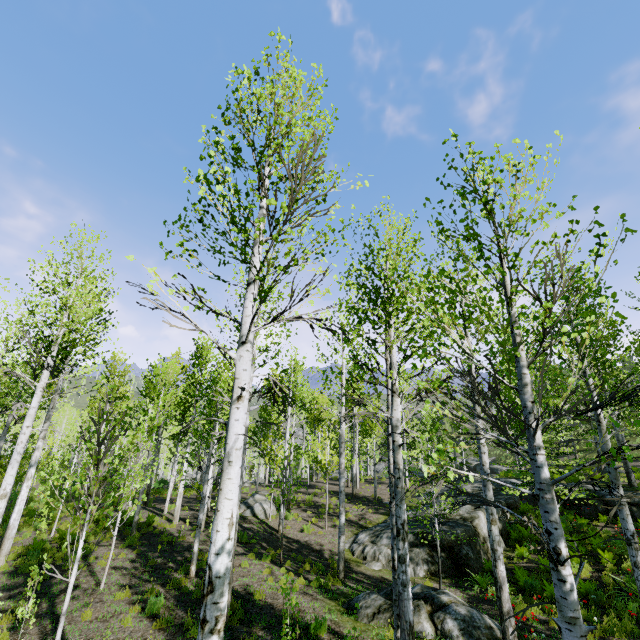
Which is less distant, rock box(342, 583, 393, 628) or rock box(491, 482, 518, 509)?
rock box(342, 583, 393, 628)

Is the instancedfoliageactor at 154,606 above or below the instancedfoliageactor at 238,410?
below

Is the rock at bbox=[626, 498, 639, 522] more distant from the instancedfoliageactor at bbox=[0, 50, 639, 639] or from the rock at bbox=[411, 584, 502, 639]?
the rock at bbox=[411, 584, 502, 639]

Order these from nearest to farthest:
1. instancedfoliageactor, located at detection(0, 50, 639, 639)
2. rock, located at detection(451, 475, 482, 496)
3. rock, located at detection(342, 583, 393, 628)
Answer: instancedfoliageactor, located at detection(0, 50, 639, 639)
rock, located at detection(342, 583, 393, 628)
rock, located at detection(451, 475, 482, 496)

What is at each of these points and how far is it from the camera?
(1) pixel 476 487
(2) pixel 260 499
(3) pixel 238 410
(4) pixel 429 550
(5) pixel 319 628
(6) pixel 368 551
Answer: (1) rock, 19.0m
(2) rock, 19.1m
(3) instancedfoliageactor, 3.4m
(4) rock, 12.6m
(5) instancedfoliageactor, 6.7m
(6) rock, 13.4m

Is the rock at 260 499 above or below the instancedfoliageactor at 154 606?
above

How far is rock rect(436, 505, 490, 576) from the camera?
12.09m

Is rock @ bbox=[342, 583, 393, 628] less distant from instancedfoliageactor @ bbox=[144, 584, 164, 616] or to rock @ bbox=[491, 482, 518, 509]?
rock @ bbox=[491, 482, 518, 509]
